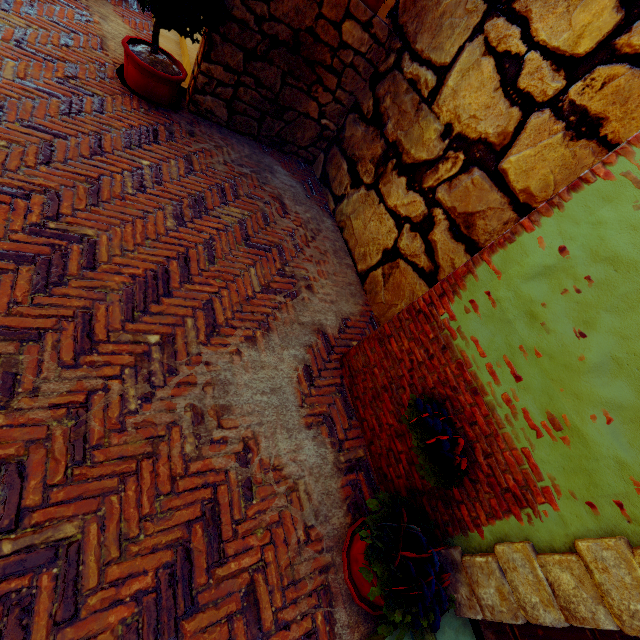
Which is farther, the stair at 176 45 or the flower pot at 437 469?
the stair at 176 45

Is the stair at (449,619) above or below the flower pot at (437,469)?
below

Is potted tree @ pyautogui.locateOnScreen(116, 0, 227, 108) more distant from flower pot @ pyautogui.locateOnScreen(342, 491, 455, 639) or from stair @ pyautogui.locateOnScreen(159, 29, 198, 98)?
flower pot @ pyautogui.locateOnScreen(342, 491, 455, 639)

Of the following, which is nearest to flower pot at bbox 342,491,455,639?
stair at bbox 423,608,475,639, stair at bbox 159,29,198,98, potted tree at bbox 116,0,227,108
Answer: stair at bbox 423,608,475,639

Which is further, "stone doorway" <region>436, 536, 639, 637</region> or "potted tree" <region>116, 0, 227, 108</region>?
"potted tree" <region>116, 0, 227, 108</region>

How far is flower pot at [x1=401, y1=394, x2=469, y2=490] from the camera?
2.0 meters

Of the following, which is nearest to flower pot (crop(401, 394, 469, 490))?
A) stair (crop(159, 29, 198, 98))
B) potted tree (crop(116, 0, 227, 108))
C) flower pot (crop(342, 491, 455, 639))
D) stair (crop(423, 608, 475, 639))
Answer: flower pot (crop(342, 491, 455, 639))

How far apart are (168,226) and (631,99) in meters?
3.7 m
